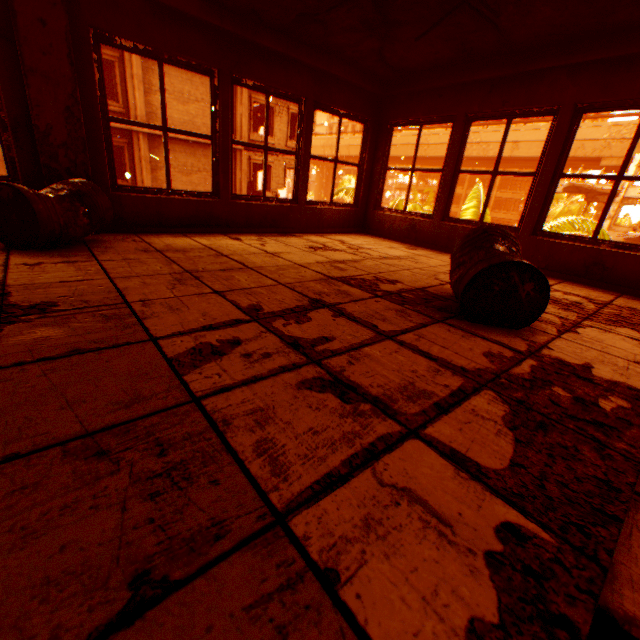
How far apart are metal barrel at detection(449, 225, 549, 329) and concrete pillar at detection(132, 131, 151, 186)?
16.5 meters

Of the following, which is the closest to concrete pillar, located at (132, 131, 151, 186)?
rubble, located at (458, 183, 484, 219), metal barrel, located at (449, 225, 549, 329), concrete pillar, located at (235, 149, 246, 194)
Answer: concrete pillar, located at (235, 149, 246, 194)

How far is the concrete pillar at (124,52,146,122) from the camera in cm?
1334

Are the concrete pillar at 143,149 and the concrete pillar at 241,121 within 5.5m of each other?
yes

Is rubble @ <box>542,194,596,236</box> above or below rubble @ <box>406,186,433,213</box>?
above

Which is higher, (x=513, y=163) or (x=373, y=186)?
(x=513, y=163)

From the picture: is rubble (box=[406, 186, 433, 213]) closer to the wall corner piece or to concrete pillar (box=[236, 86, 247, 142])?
the wall corner piece

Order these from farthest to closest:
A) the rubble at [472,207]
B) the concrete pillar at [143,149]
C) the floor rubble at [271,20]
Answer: the concrete pillar at [143,149] < the rubble at [472,207] < the floor rubble at [271,20]
